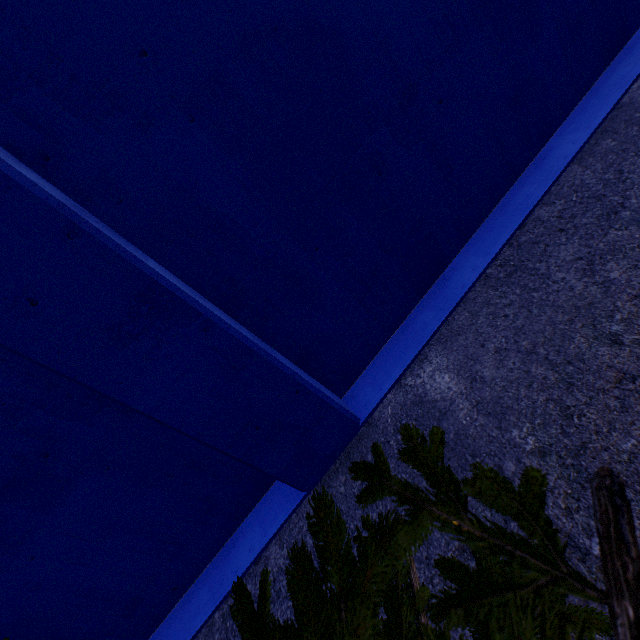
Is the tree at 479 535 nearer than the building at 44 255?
Yes

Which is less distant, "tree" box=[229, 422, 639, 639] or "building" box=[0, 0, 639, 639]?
"tree" box=[229, 422, 639, 639]

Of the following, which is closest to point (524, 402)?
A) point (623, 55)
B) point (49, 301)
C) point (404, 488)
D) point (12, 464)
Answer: point (404, 488)
